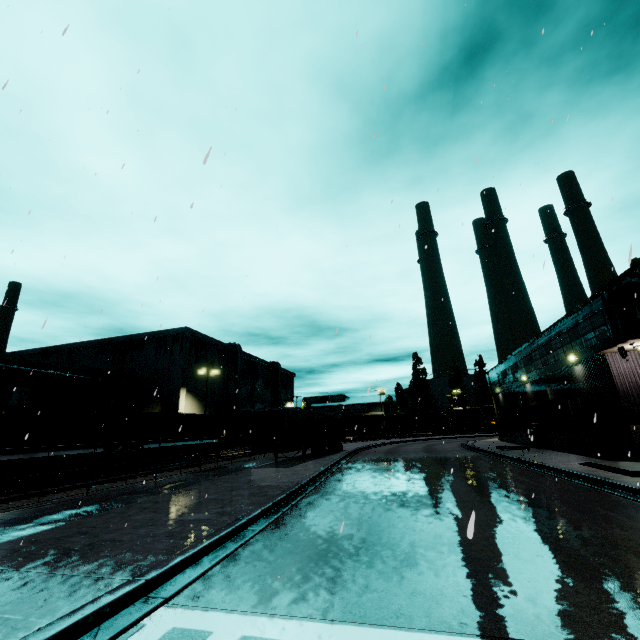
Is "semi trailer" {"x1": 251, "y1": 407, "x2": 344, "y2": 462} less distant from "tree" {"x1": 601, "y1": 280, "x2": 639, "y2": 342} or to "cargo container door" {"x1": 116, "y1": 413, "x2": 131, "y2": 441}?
"tree" {"x1": 601, "y1": 280, "x2": 639, "y2": 342}

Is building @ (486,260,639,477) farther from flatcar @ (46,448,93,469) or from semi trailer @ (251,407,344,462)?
flatcar @ (46,448,93,469)

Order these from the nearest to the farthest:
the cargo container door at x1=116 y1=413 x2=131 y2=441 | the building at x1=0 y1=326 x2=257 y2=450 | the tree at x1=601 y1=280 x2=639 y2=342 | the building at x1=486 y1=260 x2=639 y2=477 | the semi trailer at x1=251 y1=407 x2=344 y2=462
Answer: the tree at x1=601 y1=280 x2=639 y2=342 → the building at x1=486 y1=260 x2=639 y2=477 → the semi trailer at x1=251 y1=407 x2=344 y2=462 → the cargo container door at x1=116 y1=413 x2=131 y2=441 → the building at x1=0 y1=326 x2=257 y2=450

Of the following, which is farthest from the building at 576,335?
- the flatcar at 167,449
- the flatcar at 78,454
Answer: the flatcar at 167,449

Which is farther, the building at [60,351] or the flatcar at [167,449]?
the building at [60,351]

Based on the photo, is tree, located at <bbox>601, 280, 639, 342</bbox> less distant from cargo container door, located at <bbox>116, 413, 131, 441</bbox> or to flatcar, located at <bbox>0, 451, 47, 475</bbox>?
flatcar, located at <bbox>0, 451, 47, 475</bbox>

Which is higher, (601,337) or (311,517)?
(601,337)

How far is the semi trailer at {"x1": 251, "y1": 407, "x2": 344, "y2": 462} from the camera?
21.0 meters
